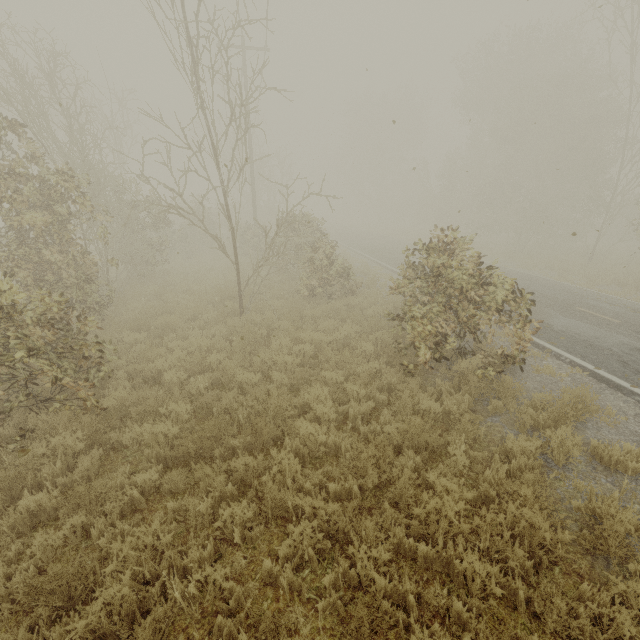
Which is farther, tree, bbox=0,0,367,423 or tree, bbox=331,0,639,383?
tree, bbox=331,0,639,383

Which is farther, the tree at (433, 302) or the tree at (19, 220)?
the tree at (433, 302)

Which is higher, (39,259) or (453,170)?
(453,170)
